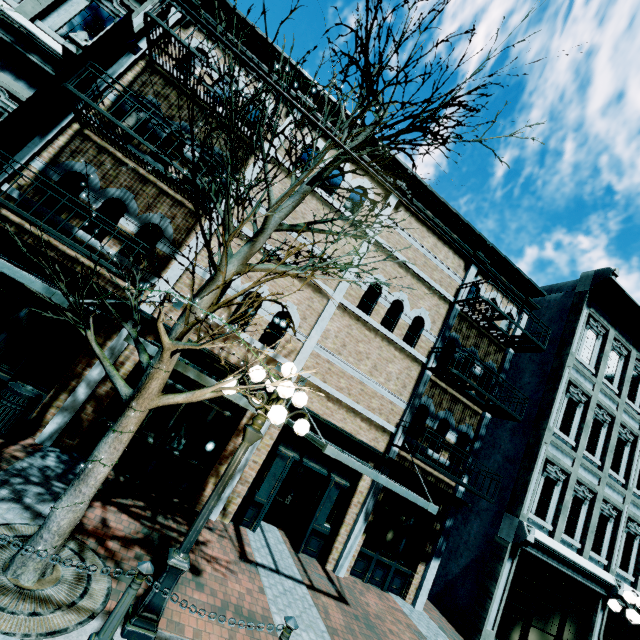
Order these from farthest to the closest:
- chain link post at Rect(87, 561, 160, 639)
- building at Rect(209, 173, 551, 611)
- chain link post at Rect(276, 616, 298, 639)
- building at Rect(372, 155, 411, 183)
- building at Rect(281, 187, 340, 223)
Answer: building at Rect(372, 155, 411, 183) < building at Rect(281, 187, 340, 223) < building at Rect(209, 173, 551, 611) < chain link post at Rect(276, 616, 298, 639) < chain link post at Rect(87, 561, 160, 639)

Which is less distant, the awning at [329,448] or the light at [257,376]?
the light at [257,376]

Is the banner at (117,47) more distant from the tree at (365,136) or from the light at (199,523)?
the light at (199,523)

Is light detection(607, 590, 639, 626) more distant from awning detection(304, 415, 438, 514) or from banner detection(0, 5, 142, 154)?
banner detection(0, 5, 142, 154)

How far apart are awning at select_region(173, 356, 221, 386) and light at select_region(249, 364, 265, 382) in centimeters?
109cm

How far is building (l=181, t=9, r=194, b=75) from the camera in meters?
7.5

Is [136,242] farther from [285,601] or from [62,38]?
[285,601]
